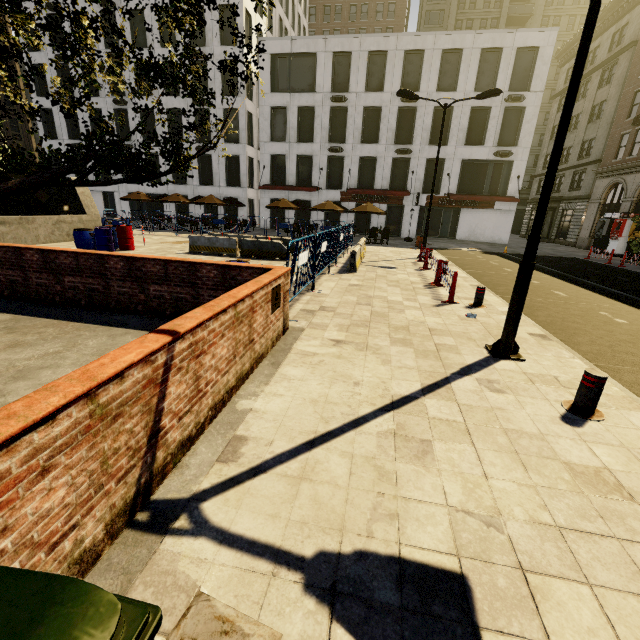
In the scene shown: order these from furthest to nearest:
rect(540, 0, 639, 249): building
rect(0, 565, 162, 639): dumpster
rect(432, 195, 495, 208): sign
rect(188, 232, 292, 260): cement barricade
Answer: rect(432, 195, 495, 208): sign < rect(540, 0, 639, 249): building < rect(188, 232, 292, 260): cement barricade < rect(0, 565, 162, 639): dumpster

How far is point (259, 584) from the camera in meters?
2.0 m

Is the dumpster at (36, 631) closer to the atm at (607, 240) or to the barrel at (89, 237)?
the barrel at (89, 237)

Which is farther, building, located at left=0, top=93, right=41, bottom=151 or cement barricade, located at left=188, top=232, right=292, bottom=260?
building, located at left=0, top=93, right=41, bottom=151

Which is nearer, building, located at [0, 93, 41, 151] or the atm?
the atm

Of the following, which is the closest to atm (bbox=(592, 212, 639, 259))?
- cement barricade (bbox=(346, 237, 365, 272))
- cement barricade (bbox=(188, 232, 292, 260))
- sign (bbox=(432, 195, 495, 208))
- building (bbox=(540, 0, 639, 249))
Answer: building (bbox=(540, 0, 639, 249))

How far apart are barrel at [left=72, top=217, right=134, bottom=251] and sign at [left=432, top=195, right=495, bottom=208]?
24.5m

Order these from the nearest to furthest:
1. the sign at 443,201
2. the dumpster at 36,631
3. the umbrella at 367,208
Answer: the dumpster at 36,631, the umbrella at 367,208, the sign at 443,201
